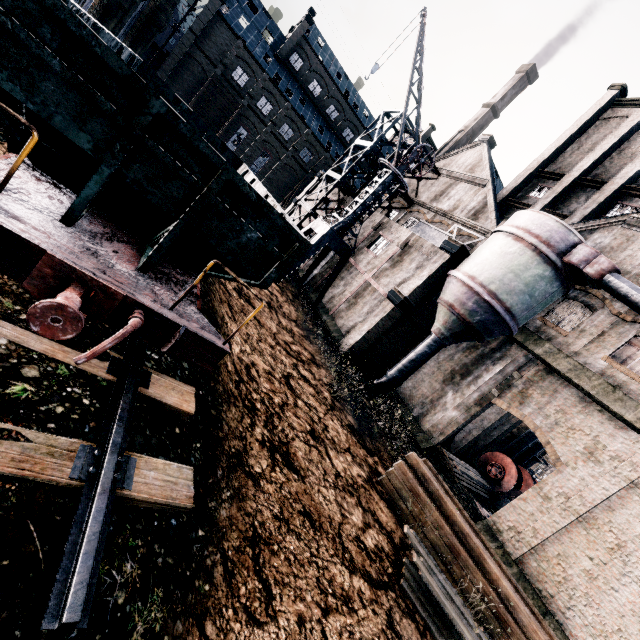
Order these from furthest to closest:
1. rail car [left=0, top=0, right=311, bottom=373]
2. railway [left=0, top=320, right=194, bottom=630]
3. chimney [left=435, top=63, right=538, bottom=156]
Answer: chimney [left=435, top=63, right=538, bottom=156]
rail car [left=0, top=0, right=311, bottom=373]
railway [left=0, top=320, right=194, bottom=630]

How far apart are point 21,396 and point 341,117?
63.1 meters

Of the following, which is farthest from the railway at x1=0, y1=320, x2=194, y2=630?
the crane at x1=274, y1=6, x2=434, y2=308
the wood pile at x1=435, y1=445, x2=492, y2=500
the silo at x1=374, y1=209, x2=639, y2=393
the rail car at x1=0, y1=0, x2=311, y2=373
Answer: the wood pile at x1=435, y1=445, x2=492, y2=500

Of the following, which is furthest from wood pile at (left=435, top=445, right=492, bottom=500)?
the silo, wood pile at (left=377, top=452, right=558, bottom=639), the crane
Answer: the crane

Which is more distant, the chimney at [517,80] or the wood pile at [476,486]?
the chimney at [517,80]

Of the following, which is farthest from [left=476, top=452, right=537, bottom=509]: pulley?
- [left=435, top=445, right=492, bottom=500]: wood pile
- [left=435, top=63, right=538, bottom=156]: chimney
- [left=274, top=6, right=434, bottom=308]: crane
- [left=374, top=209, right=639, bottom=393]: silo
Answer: [left=435, top=63, right=538, bottom=156]: chimney

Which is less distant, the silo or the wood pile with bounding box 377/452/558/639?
the wood pile with bounding box 377/452/558/639

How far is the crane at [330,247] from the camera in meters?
21.2
